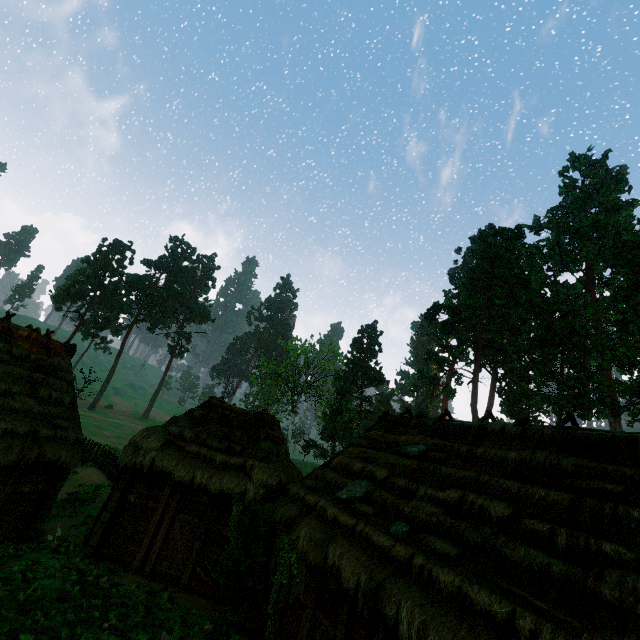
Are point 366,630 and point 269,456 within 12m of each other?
yes

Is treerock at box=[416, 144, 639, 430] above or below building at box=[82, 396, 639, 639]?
above

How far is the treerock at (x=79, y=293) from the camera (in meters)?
54.00

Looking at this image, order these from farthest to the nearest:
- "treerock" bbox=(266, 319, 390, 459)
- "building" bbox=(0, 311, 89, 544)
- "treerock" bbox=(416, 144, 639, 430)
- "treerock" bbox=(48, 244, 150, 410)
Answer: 1. "treerock" bbox=(48, 244, 150, 410)
2. "treerock" bbox=(266, 319, 390, 459)
3. "treerock" bbox=(416, 144, 639, 430)
4. "building" bbox=(0, 311, 89, 544)

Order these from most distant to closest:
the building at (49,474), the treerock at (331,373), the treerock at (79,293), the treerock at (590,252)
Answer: the treerock at (79,293), the treerock at (331,373), the treerock at (590,252), the building at (49,474)

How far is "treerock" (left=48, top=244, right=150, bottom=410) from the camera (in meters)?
54.00

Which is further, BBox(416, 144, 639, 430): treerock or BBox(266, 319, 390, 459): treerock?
BBox(266, 319, 390, 459): treerock
